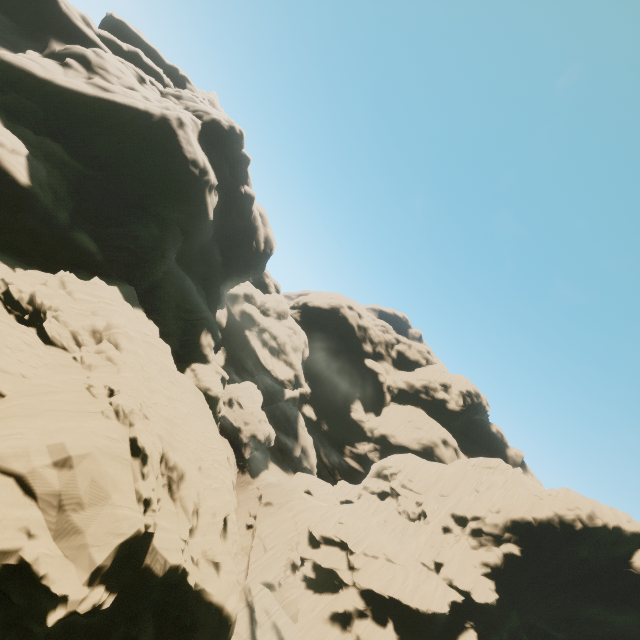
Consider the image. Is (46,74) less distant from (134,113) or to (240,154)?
(134,113)
